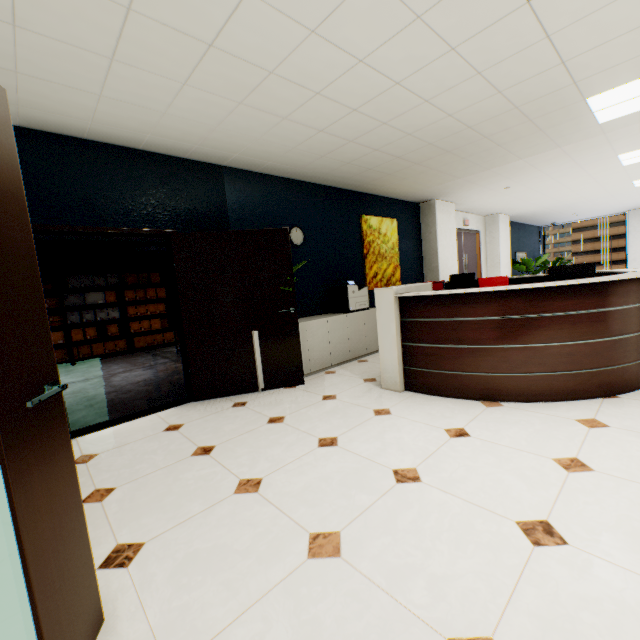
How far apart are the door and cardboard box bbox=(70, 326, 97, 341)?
9.18m

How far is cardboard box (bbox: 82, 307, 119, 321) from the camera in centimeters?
773cm

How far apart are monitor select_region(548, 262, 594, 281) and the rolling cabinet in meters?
1.3

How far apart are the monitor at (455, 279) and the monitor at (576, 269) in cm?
317

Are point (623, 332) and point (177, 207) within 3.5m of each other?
no

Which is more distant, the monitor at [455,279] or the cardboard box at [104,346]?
the cardboard box at [104,346]

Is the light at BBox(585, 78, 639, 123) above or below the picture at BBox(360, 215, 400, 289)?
above

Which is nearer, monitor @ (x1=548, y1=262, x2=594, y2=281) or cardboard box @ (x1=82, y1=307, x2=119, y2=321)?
monitor @ (x1=548, y1=262, x2=594, y2=281)
